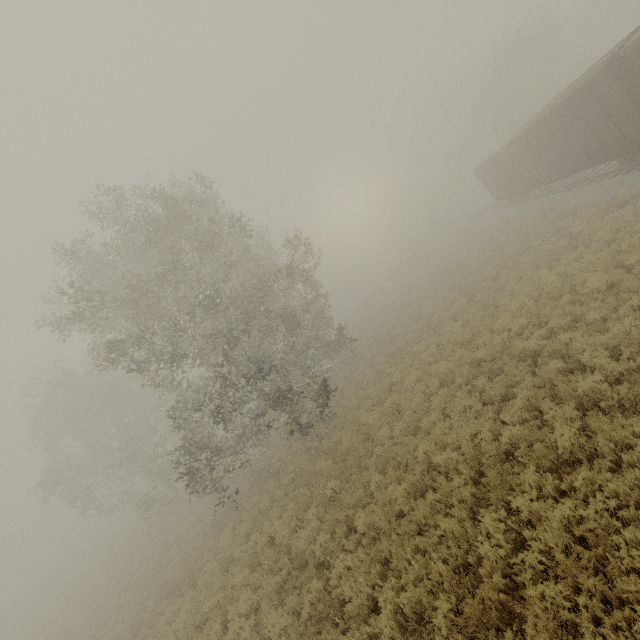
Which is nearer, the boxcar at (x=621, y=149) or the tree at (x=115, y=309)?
the tree at (x=115, y=309)

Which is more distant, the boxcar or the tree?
the boxcar

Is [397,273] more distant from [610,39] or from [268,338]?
[610,39]
